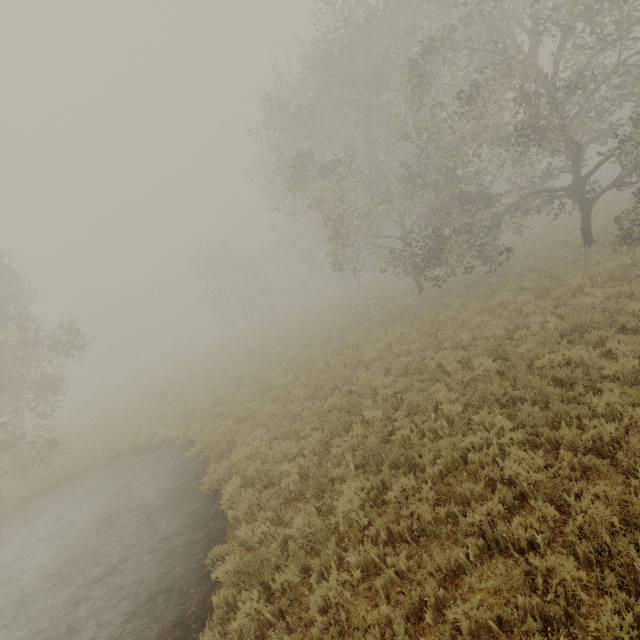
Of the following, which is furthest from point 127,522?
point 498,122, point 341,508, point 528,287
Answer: point 498,122
